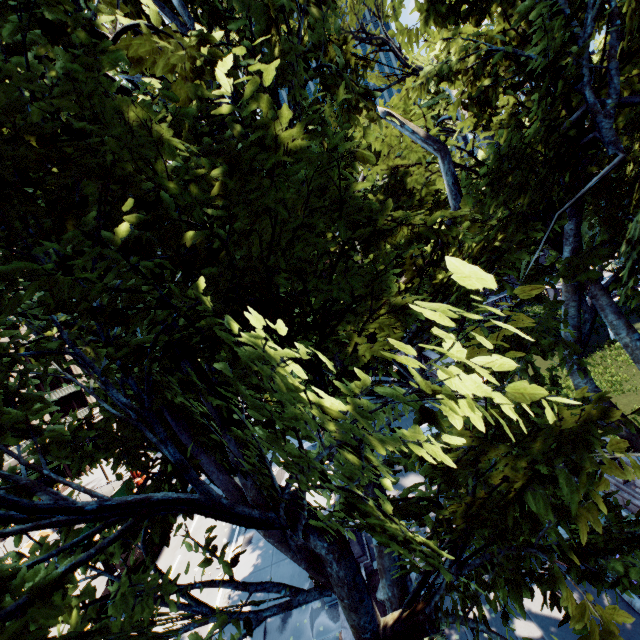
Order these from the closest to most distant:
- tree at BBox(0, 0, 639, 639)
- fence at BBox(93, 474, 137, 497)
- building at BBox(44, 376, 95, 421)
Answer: tree at BBox(0, 0, 639, 639), fence at BBox(93, 474, 137, 497), building at BBox(44, 376, 95, 421)

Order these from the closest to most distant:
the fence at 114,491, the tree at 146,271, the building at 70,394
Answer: the tree at 146,271 → the fence at 114,491 → the building at 70,394

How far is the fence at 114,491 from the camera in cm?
2573

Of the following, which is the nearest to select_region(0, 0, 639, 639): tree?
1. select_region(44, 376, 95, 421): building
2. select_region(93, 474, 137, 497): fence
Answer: select_region(44, 376, 95, 421): building

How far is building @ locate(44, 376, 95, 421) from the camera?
42.34m

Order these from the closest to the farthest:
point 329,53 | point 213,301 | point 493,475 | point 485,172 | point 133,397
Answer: point 493,475 < point 213,301 < point 485,172 < point 329,53 < point 133,397

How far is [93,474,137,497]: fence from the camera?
25.73m
